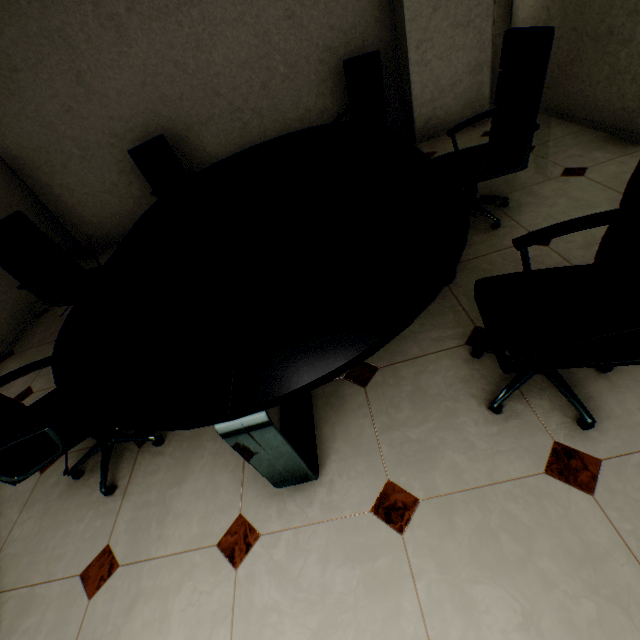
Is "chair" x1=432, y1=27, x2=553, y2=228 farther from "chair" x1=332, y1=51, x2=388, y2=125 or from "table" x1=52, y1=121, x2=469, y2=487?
"chair" x1=332, y1=51, x2=388, y2=125

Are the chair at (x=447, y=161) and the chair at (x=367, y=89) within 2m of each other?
yes

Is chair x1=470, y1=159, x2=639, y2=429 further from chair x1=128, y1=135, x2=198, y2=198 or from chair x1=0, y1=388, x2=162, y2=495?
chair x1=128, y1=135, x2=198, y2=198

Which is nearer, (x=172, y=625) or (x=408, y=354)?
(x=172, y=625)

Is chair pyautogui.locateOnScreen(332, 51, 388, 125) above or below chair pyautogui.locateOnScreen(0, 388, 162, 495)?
above

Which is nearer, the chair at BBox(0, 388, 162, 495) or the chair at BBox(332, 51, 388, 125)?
the chair at BBox(0, 388, 162, 495)

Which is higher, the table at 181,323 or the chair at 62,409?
the table at 181,323

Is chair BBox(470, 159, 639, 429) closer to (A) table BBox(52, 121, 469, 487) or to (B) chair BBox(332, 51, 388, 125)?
(A) table BBox(52, 121, 469, 487)
